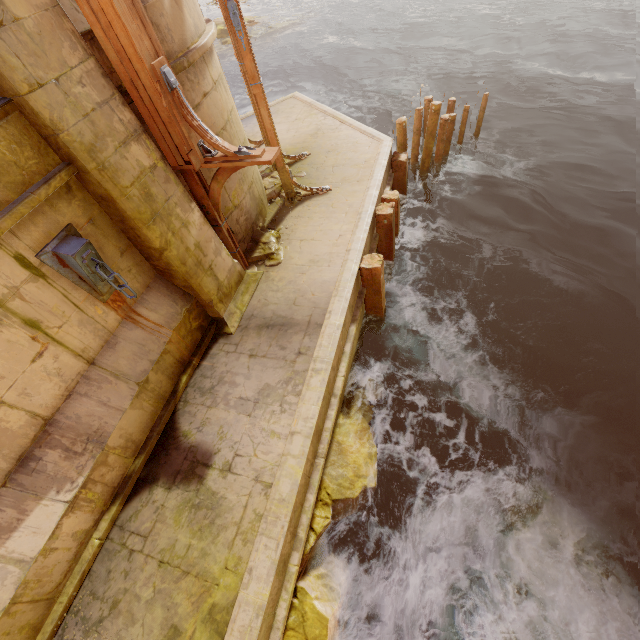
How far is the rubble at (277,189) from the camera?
8.1m

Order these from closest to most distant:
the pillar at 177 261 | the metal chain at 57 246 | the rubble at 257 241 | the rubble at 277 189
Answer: the pillar at 177 261 → the metal chain at 57 246 → the rubble at 257 241 → the rubble at 277 189

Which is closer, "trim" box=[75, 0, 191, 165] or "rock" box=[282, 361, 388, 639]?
"trim" box=[75, 0, 191, 165]

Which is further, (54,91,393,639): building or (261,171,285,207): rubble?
(261,171,285,207): rubble

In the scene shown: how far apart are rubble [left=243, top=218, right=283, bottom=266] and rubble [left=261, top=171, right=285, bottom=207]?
1.02m

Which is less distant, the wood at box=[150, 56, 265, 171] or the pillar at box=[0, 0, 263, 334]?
the pillar at box=[0, 0, 263, 334]

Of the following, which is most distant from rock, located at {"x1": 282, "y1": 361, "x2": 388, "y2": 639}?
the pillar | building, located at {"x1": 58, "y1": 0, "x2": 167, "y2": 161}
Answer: the pillar

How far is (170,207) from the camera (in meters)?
4.70
